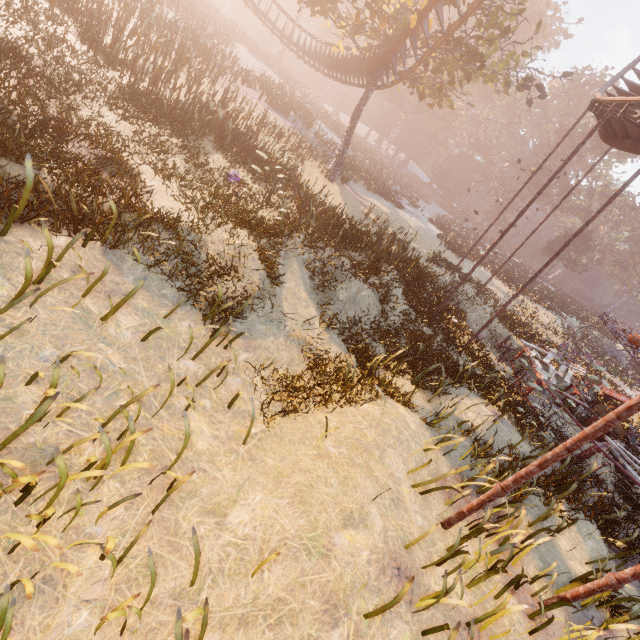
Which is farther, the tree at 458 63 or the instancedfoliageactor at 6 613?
the tree at 458 63

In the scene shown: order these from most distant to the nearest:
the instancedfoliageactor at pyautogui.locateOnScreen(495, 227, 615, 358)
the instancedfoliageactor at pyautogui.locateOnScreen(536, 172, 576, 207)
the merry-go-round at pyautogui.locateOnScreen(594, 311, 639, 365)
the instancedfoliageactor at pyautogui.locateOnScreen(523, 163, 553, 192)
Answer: the instancedfoliageactor at pyautogui.locateOnScreen(523, 163, 553, 192), the instancedfoliageactor at pyautogui.locateOnScreen(536, 172, 576, 207), the instancedfoliageactor at pyautogui.locateOnScreen(495, 227, 615, 358), the merry-go-round at pyautogui.locateOnScreen(594, 311, 639, 365)

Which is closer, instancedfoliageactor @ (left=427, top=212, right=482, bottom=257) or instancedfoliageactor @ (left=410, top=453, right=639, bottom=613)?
instancedfoliageactor @ (left=410, top=453, right=639, bottom=613)

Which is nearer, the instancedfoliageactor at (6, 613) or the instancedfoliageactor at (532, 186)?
the instancedfoliageactor at (6, 613)

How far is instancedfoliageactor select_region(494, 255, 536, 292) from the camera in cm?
3009

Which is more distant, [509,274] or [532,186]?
[532,186]

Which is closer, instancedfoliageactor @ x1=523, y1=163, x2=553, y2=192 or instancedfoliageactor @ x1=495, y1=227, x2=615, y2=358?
instancedfoliageactor @ x1=495, y1=227, x2=615, y2=358
